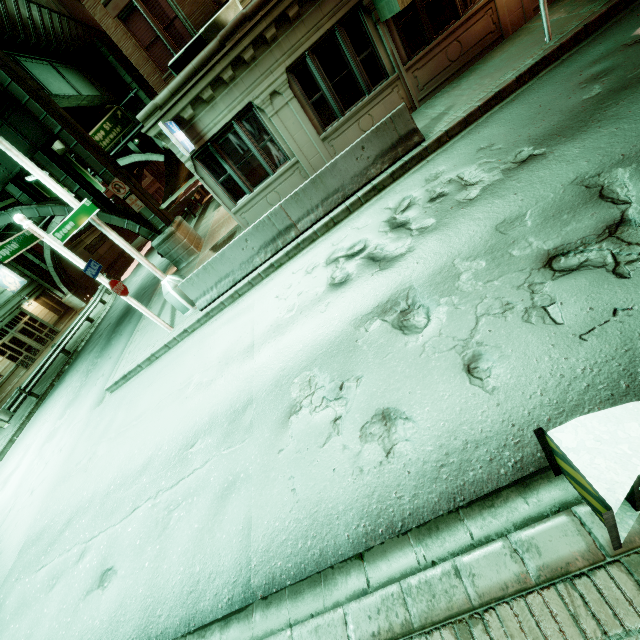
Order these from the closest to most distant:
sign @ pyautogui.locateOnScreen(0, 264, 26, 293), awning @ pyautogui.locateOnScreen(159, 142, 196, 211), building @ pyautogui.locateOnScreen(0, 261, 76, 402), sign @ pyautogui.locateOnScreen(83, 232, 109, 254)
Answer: awning @ pyautogui.locateOnScreen(159, 142, 196, 211), building @ pyautogui.locateOnScreen(0, 261, 76, 402), sign @ pyautogui.locateOnScreen(0, 264, 26, 293), sign @ pyautogui.locateOnScreen(83, 232, 109, 254)

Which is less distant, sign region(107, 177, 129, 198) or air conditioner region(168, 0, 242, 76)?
air conditioner region(168, 0, 242, 76)

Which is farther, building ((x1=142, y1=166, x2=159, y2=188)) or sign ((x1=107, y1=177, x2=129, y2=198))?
building ((x1=142, y1=166, x2=159, y2=188))

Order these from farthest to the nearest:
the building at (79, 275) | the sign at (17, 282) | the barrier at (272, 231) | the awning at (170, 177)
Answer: the building at (79, 275) → the sign at (17, 282) → the awning at (170, 177) → the barrier at (272, 231)

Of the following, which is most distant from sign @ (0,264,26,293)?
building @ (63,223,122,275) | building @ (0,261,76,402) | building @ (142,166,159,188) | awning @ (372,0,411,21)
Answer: building @ (142,166,159,188)

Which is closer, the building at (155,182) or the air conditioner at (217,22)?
the air conditioner at (217,22)

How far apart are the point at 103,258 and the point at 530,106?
48.0m

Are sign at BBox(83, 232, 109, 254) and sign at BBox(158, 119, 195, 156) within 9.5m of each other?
no
